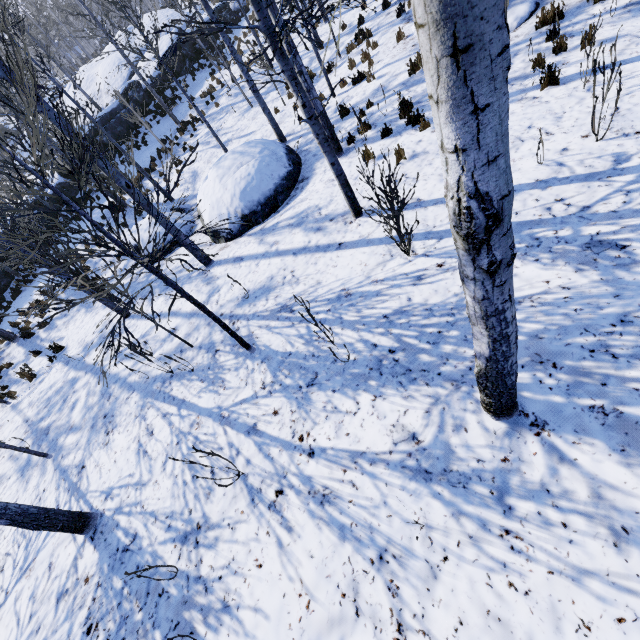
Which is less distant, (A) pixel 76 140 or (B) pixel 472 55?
(B) pixel 472 55

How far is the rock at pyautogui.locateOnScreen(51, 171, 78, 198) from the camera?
19.9 meters

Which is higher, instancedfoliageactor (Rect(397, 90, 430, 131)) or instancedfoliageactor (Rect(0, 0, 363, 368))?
instancedfoliageactor (Rect(0, 0, 363, 368))

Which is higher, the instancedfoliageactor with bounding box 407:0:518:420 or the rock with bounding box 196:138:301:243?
the instancedfoliageactor with bounding box 407:0:518:420

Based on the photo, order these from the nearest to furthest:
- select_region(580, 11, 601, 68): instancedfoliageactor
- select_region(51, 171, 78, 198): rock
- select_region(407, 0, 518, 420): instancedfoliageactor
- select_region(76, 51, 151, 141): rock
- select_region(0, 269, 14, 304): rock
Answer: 1. select_region(407, 0, 518, 420): instancedfoliageactor
2. select_region(580, 11, 601, 68): instancedfoliageactor
3. select_region(0, 269, 14, 304): rock
4. select_region(51, 171, 78, 198): rock
5. select_region(76, 51, 151, 141): rock

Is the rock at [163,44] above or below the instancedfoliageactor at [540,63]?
above

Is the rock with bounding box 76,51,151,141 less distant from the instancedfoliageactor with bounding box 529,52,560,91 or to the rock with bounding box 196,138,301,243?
the instancedfoliageactor with bounding box 529,52,560,91

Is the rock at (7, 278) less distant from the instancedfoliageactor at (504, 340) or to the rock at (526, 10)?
the instancedfoliageactor at (504, 340)
